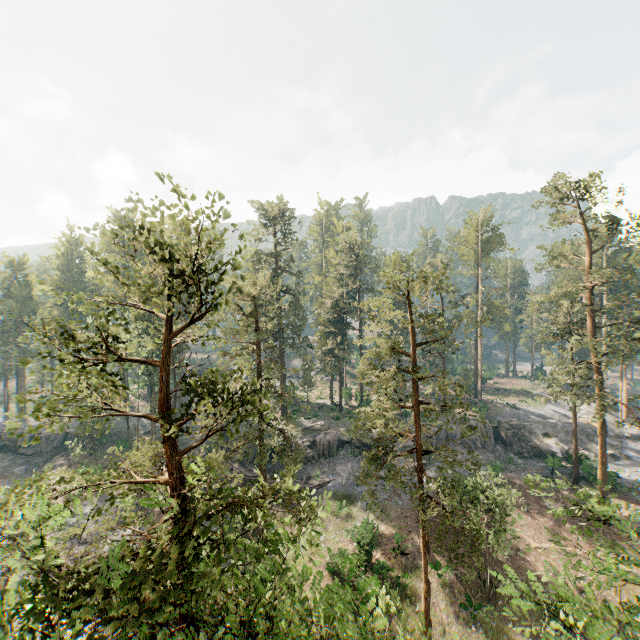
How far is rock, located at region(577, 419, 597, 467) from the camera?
36.97m

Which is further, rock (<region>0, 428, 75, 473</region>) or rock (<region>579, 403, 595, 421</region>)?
rock (<region>579, 403, 595, 421</region>)

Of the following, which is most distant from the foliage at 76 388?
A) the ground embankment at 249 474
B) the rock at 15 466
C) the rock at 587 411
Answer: the rock at 15 466

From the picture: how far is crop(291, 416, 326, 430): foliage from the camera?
43.19m

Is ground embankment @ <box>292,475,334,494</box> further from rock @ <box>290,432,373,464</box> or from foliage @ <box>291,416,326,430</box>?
foliage @ <box>291,416,326,430</box>

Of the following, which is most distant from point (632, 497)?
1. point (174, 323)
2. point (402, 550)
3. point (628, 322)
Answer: point (174, 323)

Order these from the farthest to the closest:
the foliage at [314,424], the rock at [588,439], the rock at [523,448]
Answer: the foliage at [314,424] → the rock at [523,448] → the rock at [588,439]
